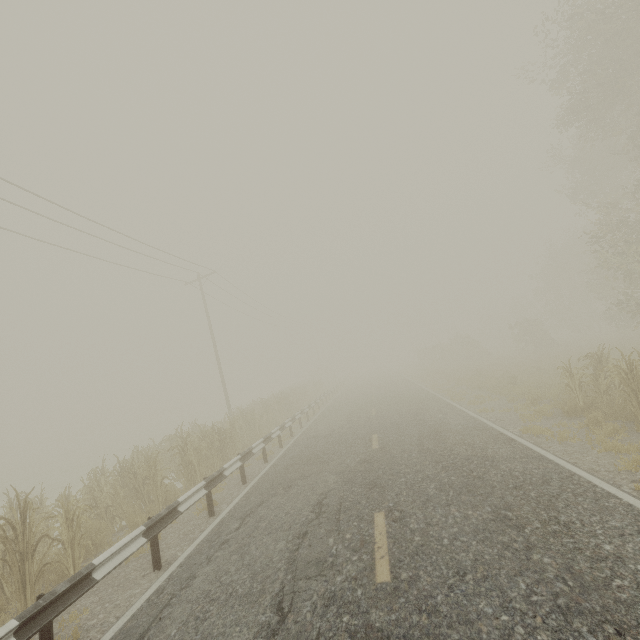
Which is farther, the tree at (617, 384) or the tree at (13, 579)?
the tree at (617, 384)

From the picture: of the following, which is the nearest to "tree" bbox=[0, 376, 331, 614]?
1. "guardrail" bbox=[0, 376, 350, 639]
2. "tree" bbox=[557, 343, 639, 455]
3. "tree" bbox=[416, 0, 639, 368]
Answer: "guardrail" bbox=[0, 376, 350, 639]

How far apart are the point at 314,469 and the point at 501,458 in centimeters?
Answer: 468cm

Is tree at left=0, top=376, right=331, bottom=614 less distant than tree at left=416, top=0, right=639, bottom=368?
Yes

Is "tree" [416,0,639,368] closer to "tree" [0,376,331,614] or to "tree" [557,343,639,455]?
"tree" [0,376,331,614]

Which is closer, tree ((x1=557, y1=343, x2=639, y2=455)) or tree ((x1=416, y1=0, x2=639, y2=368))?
tree ((x1=557, y1=343, x2=639, y2=455))

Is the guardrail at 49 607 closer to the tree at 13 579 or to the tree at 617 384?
the tree at 13 579

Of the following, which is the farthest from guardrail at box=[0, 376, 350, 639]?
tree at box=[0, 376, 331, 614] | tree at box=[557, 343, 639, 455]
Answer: tree at box=[557, 343, 639, 455]
